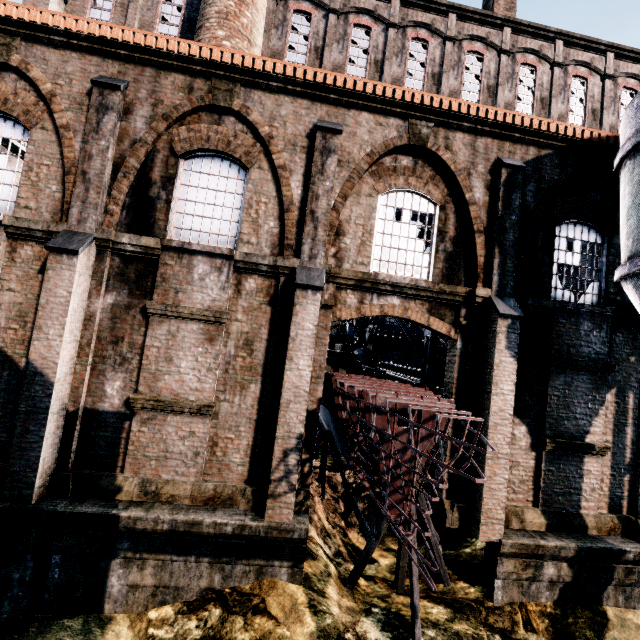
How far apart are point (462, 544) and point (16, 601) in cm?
1189

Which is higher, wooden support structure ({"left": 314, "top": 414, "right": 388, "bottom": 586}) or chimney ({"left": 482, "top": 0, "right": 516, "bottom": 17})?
chimney ({"left": 482, "top": 0, "right": 516, "bottom": 17})

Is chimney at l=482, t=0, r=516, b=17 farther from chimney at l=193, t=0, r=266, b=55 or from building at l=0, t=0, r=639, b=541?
chimney at l=193, t=0, r=266, b=55

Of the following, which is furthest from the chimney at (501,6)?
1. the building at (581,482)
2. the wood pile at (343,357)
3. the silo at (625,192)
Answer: the wood pile at (343,357)

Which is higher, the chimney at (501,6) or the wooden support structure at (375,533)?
the chimney at (501,6)

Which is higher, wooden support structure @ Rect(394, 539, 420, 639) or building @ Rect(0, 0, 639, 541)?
building @ Rect(0, 0, 639, 541)

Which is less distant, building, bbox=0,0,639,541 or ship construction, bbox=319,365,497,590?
ship construction, bbox=319,365,497,590

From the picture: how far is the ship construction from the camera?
5.93m
